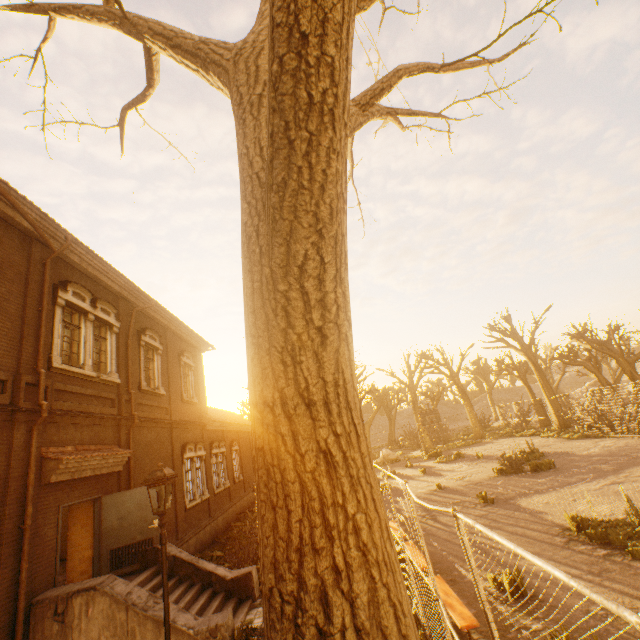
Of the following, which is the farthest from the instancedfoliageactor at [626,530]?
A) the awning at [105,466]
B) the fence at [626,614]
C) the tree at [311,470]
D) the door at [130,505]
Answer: the awning at [105,466]

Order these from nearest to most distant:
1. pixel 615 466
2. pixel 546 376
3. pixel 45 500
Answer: pixel 45 500 → pixel 615 466 → pixel 546 376

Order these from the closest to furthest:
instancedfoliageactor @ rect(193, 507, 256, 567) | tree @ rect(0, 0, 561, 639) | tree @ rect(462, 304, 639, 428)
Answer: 1. tree @ rect(0, 0, 561, 639)
2. instancedfoliageactor @ rect(193, 507, 256, 567)
3. tree @ rect(462, 304, 639, 428)

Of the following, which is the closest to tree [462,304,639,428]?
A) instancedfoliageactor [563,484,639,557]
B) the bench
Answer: the bench

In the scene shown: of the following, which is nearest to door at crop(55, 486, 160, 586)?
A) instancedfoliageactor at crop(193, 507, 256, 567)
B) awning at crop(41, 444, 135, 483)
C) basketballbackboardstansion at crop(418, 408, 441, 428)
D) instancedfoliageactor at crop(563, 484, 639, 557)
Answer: awning at crop(41, 444, 135, 483)

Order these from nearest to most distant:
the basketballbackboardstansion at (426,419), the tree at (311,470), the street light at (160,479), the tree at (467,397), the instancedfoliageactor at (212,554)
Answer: the tree at (311,470)
the street light at (160,479)
the instancedfoliageactor at (212,554)
the basketballbackboardstansion at (426,419)
the tree at (467,397)

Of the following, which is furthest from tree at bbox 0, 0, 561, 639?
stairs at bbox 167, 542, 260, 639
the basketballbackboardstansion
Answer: the basketballbackboardstansion

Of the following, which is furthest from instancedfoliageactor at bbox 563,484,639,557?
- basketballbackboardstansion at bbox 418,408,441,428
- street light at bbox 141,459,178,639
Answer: basketballbackboardstansion at bbox 418,408,441,428
